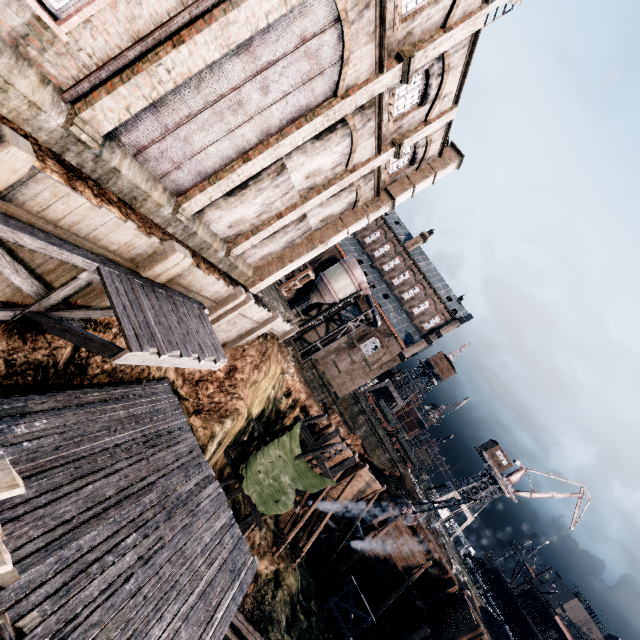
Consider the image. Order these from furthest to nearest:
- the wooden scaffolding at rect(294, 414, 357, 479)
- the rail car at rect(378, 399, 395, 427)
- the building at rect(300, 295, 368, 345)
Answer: the rail car at rect(378, 399, 395, 427)
the building at rect(300, 295, 368, 345)
the wooden scaffolding at rect(294, 414, 357, 479)

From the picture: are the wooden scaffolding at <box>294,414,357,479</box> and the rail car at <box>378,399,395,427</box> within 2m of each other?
no

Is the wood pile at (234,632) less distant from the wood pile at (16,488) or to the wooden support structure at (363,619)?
the wooden support structure at (363,619)

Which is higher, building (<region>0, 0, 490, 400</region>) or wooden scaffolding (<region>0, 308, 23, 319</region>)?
building (<region>0, 0, 490, 400</region>)

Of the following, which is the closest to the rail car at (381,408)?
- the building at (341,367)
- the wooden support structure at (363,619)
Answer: → the wooden support structure at (363,619)

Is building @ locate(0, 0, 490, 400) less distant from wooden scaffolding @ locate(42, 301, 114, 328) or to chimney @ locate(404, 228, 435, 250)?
wooden scaffolding @ locate(42, 301, 114, 328)

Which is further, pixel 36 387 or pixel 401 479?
pixel 401 479

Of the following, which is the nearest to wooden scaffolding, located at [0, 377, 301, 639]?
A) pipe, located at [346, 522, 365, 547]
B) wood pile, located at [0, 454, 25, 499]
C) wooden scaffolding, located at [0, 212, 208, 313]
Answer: wooden scaffolding, located at [0, 212, 208, 313]
